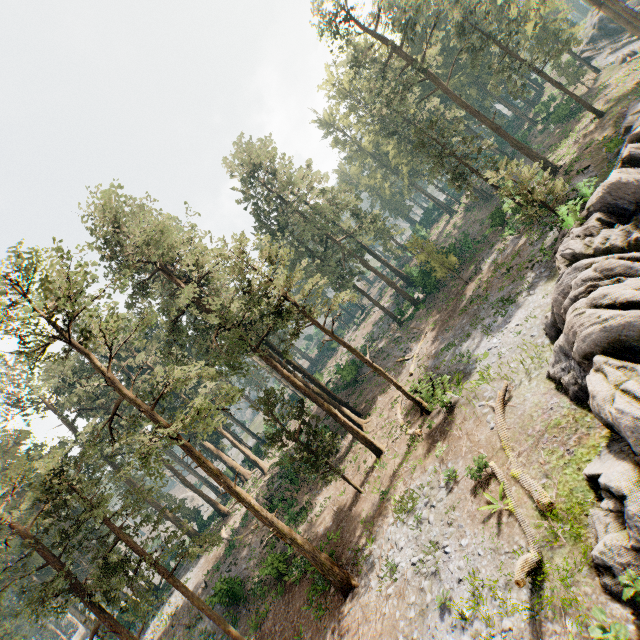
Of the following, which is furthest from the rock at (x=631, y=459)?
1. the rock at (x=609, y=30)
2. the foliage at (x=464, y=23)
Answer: the rock at (x=609, y=30)

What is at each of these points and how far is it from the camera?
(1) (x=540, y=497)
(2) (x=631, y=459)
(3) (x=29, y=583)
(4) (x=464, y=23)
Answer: (1) foliage, 10.4 meters
(2) rock, 8.3 meters
(3) foliage, 39.3 meters
(4) foliage, 34.3 meters

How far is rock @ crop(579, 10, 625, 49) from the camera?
51.7m

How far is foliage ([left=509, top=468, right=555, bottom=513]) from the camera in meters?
9.9 m

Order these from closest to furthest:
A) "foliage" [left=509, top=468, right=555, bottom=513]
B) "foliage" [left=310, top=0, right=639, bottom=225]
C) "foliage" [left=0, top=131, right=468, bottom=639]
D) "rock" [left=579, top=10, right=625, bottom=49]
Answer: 1. "foliage" [left=509, top=468, right=555, bottom=513]
2. "foliage" [left=0, top=131, right=468, bottom=639]
3. "foliage" [left=310, top=0, right=639, bottom=225]
4. "rock" [left=579, top=10, right=625, bottom=49]

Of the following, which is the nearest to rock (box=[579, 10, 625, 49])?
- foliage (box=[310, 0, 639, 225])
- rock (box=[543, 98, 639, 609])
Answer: foliage (box=[310, 0, 639, 225])
